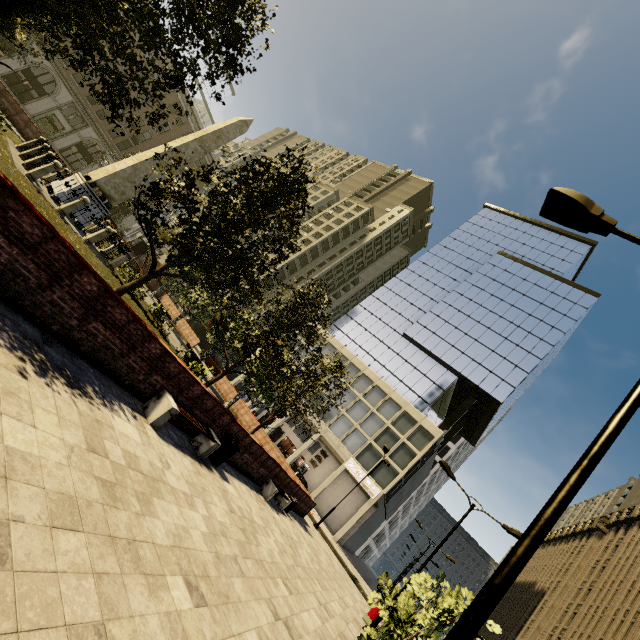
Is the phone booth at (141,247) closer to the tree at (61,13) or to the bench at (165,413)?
the tree at (61,13)

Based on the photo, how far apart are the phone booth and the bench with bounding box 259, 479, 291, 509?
30.0 meters

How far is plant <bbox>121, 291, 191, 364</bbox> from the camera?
16.09m

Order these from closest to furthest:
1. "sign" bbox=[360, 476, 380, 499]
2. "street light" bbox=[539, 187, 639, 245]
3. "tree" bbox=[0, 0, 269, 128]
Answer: "street light" bbox=[539, 187, 639, 245] < "tree" bbox=[0, 0, 269, 128] < "sign" bbox=[360, 476, 380, 499]

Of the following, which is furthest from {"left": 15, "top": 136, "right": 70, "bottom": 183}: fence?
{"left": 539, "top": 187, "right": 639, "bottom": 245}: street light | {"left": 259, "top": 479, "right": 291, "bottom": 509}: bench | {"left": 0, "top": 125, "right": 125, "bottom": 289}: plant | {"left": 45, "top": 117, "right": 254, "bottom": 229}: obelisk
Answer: {"left": 539, "top": 187, "right": 639, "bottom": 245}: street light

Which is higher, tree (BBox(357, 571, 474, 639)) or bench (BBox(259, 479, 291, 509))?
tree (BBox(357, 571, 474, 639))

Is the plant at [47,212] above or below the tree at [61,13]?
below

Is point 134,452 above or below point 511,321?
below
